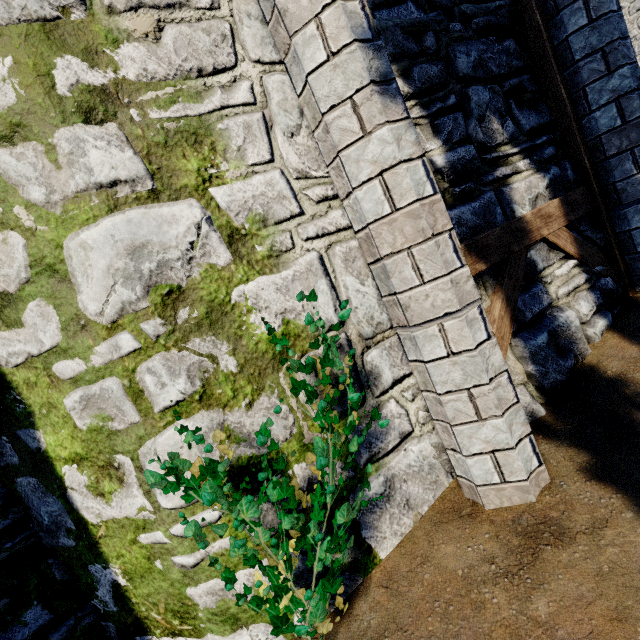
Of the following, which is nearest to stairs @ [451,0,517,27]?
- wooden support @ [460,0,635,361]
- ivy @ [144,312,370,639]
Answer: wooden support @ [460,0,635,361]

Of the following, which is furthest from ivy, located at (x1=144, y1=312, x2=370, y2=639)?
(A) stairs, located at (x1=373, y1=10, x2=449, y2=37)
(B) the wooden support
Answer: (A) stairs, located at (x1=373, y1=10, x2=449, y2=37)

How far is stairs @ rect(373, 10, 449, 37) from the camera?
2.7 meters

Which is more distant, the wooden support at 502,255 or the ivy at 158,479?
the wooden support at 502,255

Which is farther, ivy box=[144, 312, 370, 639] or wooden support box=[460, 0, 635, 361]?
wooden support box=[460, 0, 635, 361]

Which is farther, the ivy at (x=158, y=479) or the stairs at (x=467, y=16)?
the stairs at (x=467, y=16)

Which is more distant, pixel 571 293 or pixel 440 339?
pixel 571 293
